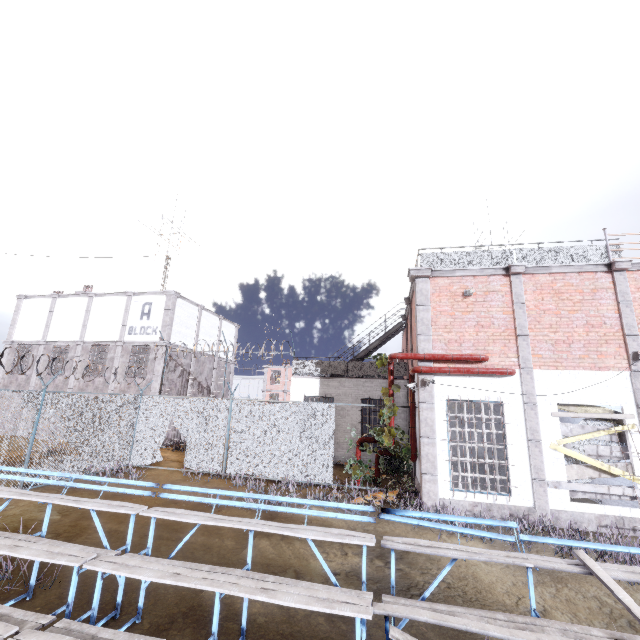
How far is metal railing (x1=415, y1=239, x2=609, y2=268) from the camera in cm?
1002

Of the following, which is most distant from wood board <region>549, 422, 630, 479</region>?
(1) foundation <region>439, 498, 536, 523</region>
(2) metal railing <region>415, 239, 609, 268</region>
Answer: (2) metal railing <region>415, 239, 609, 268</region>

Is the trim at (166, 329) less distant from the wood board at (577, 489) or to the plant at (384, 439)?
the plant at (384, 439)

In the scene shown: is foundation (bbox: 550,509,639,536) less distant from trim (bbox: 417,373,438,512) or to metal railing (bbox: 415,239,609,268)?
trim (bbox: 417,373,438,512)

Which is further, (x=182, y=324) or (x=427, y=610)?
(x=182, y=324)

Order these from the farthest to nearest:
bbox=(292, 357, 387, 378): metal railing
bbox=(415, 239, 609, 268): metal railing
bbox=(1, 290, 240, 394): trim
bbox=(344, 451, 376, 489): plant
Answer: bbox=(1, 290, 240, 394): trim → bbox=(292, 357, 387, 378): metal railing → bbox=(344, 451, 376, 489): plant → bbox=(415, 239, 609, 268): metal railing

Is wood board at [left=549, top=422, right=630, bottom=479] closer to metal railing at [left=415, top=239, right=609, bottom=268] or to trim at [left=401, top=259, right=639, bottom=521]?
trim at [left=401, top=259, right=639, bottom=521]

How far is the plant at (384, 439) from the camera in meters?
10.4 m
